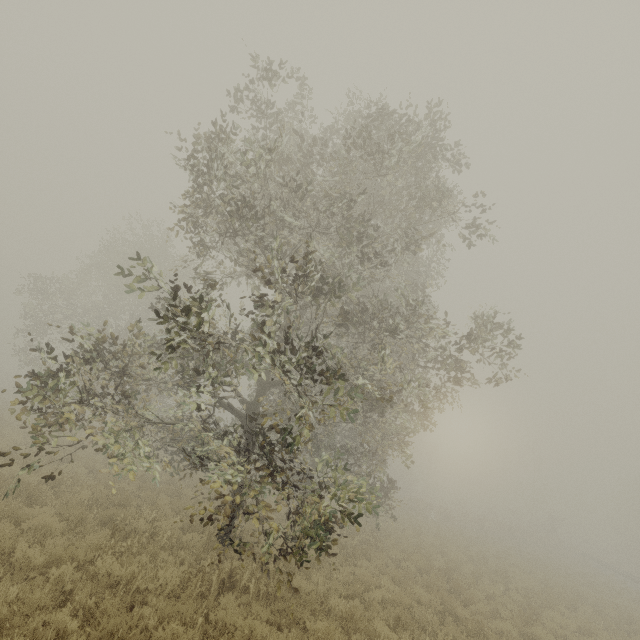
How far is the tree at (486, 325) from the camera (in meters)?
9.36

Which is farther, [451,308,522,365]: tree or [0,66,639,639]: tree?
[451,308,522,365]: tree

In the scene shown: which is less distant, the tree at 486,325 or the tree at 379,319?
the tree at 379,319

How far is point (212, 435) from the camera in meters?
8.8

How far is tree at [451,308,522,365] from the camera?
9.4m
